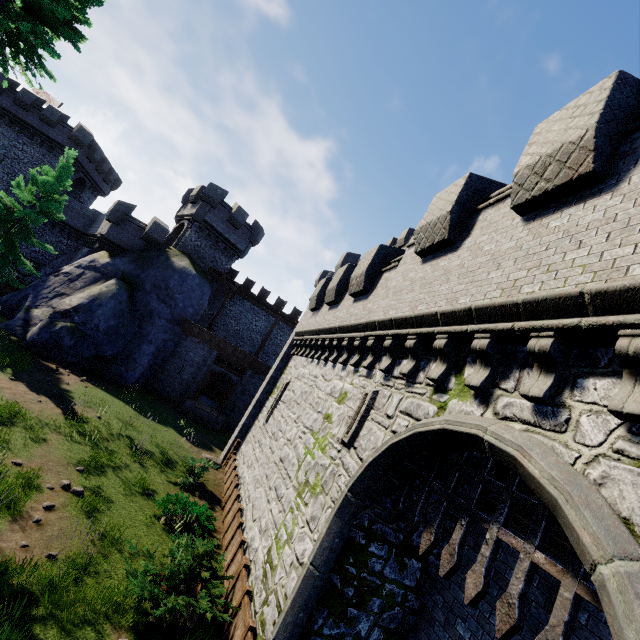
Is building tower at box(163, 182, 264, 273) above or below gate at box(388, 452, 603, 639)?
above

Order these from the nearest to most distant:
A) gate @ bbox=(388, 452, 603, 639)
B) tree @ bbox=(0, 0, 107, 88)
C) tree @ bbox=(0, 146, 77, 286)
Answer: gate @ bbox=(388, 452, 603, 639)
tree @ bbox=(0, 0, 107, 88)
tree @ bbox=(0, 146, 77, 286)

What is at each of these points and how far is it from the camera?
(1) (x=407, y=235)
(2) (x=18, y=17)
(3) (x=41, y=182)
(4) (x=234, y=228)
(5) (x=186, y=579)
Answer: (1) building tower, 30.28m
(2) tree, 13.48m
(3) tree, 20.78m
(4) building tower, 30.52m
(5) bush, 7.50m

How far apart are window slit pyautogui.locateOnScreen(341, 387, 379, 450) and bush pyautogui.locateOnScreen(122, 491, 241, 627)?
4.10m

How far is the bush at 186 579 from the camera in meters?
6.7 m

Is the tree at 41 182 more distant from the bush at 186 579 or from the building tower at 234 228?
the bush at 186 579

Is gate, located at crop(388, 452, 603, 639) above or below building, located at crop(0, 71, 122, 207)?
below

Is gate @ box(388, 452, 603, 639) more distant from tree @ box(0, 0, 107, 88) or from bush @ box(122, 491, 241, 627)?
tree @ box(0, 0, 107, 88)
